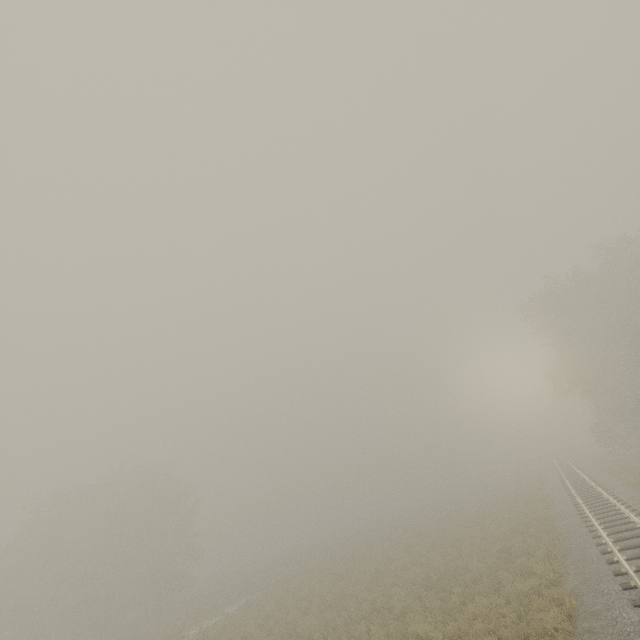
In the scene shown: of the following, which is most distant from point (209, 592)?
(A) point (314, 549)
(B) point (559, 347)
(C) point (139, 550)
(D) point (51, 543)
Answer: (B) point (559, 347)
